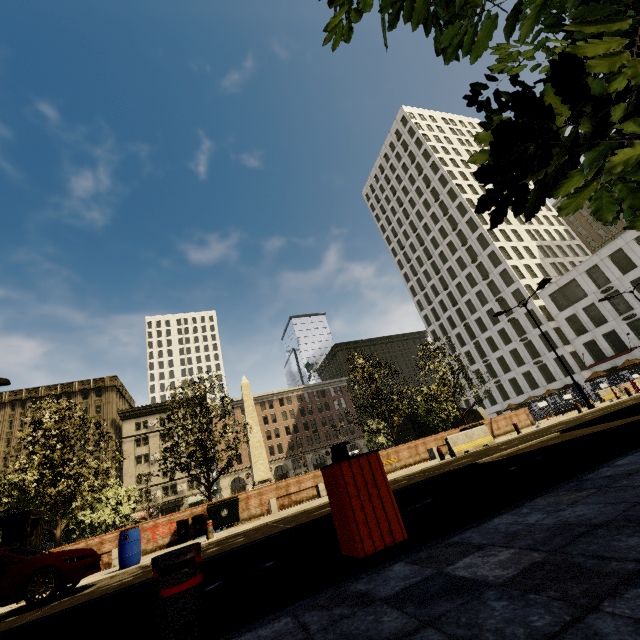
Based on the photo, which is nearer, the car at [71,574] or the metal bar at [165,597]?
the metal bar at [165,597]

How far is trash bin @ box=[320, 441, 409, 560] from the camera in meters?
2.7 m

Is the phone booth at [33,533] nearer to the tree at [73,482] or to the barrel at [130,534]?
the tree at [73,482]

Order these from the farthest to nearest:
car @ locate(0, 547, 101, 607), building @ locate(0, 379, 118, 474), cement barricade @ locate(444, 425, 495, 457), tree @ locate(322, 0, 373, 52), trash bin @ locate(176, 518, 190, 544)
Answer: building @ locate(0, 379, 118, 474) < cement barricade @ locate(444, 425, 495, 457) < trash bin @ locate(176, 518, 190, 544) < car @ locate(0, 547, 101, 607) < tree @ locate(322, 0, 373, 52)

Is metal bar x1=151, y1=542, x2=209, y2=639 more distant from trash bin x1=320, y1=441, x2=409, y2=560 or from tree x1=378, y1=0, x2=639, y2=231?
tree x1=378, y1=0, x2=639, y2=231

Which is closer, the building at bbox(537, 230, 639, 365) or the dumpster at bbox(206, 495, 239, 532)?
the dumpster at bbox(206, 495, 239, 532)

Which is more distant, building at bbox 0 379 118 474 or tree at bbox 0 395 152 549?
building at bbox 0 379 118 474

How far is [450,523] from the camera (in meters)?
3.17
